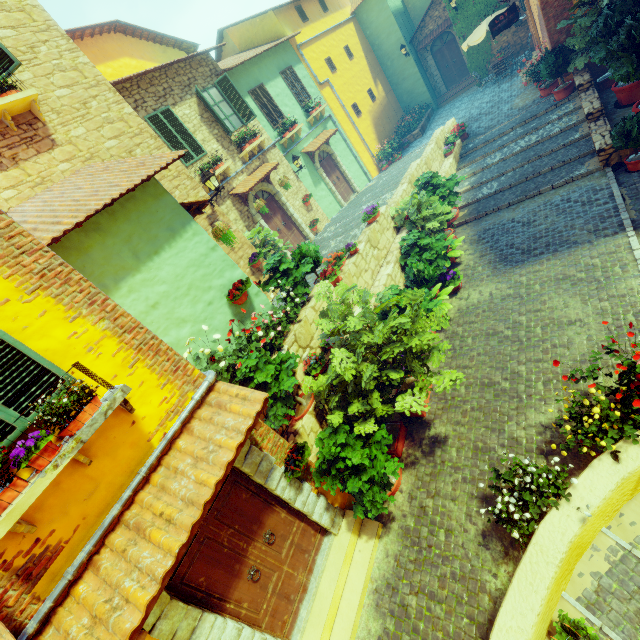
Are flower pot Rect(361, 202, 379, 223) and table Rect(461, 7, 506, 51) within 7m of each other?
no

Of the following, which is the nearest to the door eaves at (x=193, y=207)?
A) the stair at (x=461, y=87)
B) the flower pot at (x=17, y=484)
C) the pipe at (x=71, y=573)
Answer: the pipe at (x=71, y=573)

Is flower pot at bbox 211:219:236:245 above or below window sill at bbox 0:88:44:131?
below

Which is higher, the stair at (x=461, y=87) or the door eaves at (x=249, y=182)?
the door eaves at (x=249, y=182)

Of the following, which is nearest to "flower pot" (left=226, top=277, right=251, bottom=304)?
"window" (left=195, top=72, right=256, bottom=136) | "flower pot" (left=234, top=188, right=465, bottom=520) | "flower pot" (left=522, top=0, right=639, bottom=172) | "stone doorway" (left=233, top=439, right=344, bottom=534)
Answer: "flower pot" (left=234, top=188, right=465, bottom=520)

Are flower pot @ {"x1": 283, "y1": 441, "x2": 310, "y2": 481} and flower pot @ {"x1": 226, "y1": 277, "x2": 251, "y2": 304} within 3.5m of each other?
yes

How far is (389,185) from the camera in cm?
1384

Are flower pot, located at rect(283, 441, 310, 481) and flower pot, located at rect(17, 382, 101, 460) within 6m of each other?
yes
